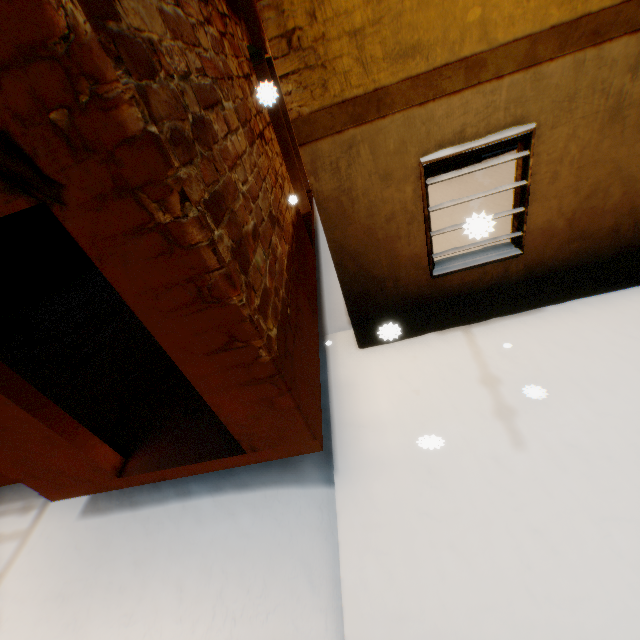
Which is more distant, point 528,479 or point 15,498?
point 15,498
